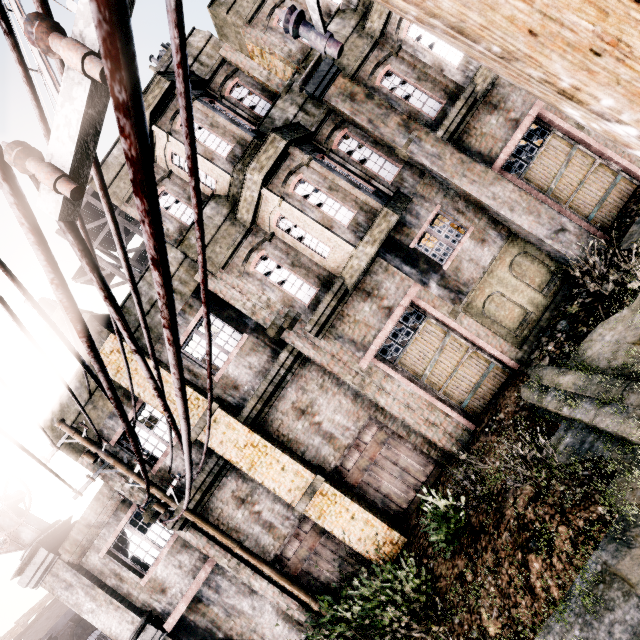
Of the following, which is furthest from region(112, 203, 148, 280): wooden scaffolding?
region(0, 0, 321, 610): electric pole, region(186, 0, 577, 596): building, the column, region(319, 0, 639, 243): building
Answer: the column

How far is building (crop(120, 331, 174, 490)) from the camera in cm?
923

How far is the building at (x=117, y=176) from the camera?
9.84m

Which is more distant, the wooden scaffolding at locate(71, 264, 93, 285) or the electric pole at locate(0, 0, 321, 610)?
the wooden scaffolding at locate(71, 264, 93, 285)

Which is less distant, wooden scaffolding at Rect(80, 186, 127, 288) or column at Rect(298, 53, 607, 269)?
column at Rect(298, 53, 607, 269)

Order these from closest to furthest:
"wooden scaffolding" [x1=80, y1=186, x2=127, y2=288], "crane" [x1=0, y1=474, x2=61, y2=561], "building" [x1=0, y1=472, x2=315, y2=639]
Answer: "building" [x1=0, y1=472, x2=315, y2=639] → "crane" [x1=0, y1=474, x2=61, y2=561] → "wooden scaffolding" [x1=80, y1=186, x2=127, y2=288]

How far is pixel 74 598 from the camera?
10.5m

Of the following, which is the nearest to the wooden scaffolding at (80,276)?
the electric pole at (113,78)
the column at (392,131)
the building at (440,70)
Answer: the electric pole at (113,78)
